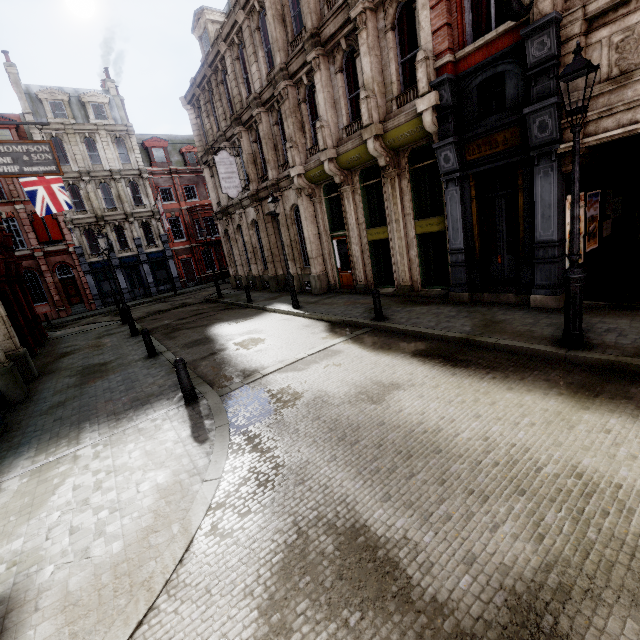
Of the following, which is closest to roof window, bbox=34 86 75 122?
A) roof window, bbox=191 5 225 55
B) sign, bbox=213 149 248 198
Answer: roof window, bbox=191 5 225 55

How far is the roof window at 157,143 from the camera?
33.3 meters

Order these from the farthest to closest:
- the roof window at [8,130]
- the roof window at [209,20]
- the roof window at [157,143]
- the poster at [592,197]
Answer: the roof window at [157,143] → the roof window at [8,130] → the roof window at [209,20] → the poster at [592,197]

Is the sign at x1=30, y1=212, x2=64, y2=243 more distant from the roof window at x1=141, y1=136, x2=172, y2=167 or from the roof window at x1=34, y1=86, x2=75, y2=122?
the roof window at x1=141, y1=136, x2=172, y2=167

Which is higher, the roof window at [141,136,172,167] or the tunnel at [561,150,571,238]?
the roof window at [141,136,172,167]

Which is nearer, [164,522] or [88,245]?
[164,522]

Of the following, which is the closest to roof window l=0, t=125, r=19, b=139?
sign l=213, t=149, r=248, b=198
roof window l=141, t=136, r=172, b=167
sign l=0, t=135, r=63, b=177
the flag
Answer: roof window l=141, t=136, r=172, b=167

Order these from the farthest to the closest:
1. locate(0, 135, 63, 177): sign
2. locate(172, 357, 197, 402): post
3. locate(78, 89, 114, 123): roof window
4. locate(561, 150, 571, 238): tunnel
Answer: locate(78, 89, 114, 123): roof window, locate(0, 135, 63, 177): sign, locate(561, 150, 571, 238): tunnel, locate(172, 357, 197, 402): post
